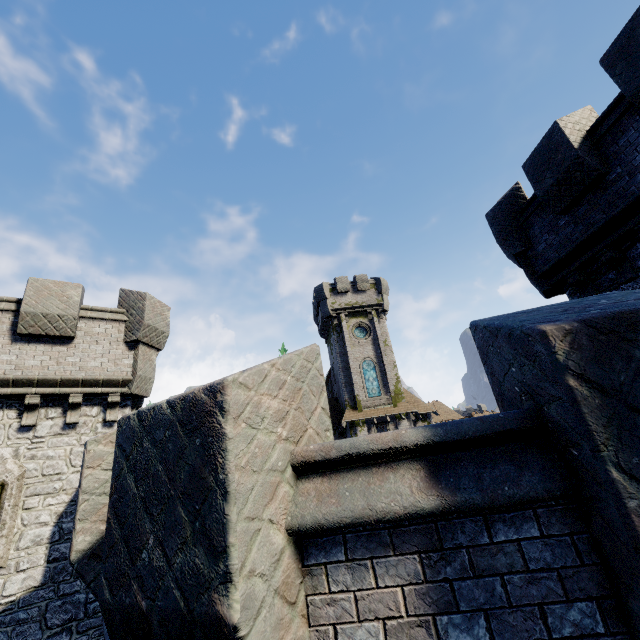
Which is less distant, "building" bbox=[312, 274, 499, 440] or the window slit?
the window slit

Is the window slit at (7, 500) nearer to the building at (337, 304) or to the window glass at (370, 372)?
the building at (337, 304)

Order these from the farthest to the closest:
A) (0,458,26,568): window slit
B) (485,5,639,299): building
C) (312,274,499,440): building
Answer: (312,274,499,440): building
(0,458,26,568): window slit
(485,5,639,299): building

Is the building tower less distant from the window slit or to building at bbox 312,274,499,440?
the window slit

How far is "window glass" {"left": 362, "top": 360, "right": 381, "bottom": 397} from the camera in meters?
30.7

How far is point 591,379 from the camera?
1.8 meters

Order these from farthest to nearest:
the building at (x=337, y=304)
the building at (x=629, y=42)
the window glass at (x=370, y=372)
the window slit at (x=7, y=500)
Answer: the window glass at (x=370, y=372) < the building at (x=337, y=304) < the window slit at (x=7, y=500) < the building at (x=629, y=42)

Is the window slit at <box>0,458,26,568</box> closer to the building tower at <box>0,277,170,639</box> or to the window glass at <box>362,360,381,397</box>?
the building tower at <box>0,277,170,639</box>
